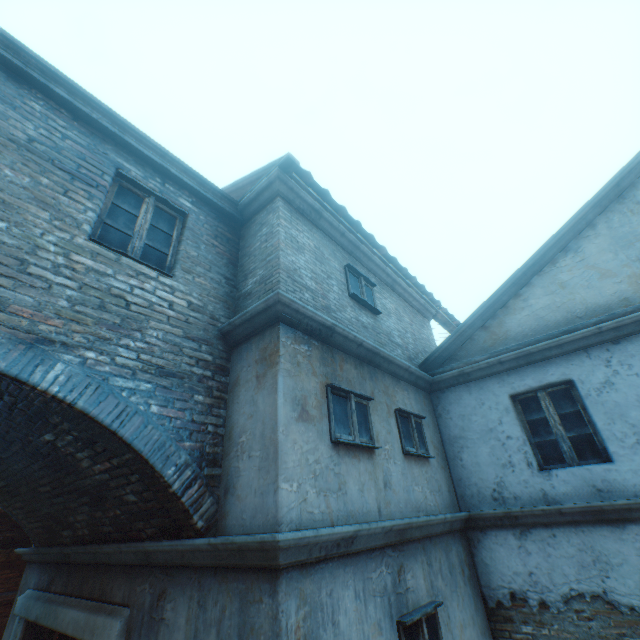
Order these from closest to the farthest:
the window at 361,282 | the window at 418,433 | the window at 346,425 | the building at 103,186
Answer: the building at 103,186, the window at 346,425, the window at 418,433, the window at 361,282

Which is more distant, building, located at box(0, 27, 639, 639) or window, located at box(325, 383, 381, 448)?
window, located at box(325, 383, 381, 448)

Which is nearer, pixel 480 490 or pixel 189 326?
pixel 189 326

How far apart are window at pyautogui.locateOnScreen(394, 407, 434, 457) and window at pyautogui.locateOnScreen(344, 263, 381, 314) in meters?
1.9 m

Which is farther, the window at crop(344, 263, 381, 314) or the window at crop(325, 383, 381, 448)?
the window at crop(344, 263, 381, 314)

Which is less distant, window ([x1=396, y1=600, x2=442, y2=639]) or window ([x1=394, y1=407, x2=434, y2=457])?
window ([x1=396, y1=600, x2=442, y2=639])

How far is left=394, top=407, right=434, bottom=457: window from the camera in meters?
5.3

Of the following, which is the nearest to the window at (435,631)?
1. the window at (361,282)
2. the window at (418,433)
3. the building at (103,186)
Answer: the building at (103,186)
